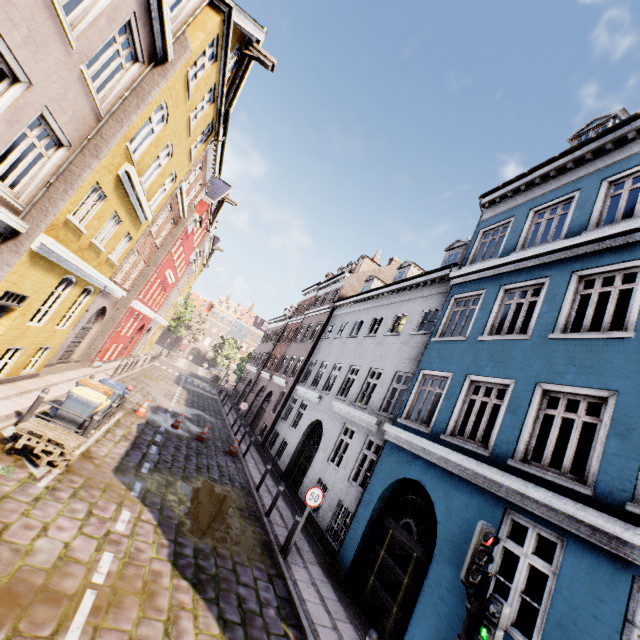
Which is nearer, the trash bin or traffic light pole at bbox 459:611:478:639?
traffic light pole at bbox 459:611:478:639

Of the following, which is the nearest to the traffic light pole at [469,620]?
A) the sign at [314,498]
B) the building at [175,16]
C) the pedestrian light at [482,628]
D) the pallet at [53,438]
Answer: the pedestrian light at [482,628]

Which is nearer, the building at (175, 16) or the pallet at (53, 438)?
the building at (175, 16)

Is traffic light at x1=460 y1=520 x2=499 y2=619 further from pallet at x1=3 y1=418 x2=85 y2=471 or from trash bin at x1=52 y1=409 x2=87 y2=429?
trash bin at x1=52 y1=409 x2=87 y2=429

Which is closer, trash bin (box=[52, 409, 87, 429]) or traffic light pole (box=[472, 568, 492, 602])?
traffic light pole (box=[472, 568, 492, 602])

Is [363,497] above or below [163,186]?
below

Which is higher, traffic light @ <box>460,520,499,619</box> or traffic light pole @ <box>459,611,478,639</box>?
traffic light @ <box>460,520,499,619</box>

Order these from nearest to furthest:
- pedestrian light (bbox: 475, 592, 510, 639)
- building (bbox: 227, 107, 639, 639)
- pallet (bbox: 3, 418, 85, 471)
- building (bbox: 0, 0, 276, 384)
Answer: pedestrian light (bbox: 475, 592, 510, 639), building (bbox: 227, 107, 639, 639), building (bbox: 0, 0, 276, 384), pallet (bbox: 3, 418, 85, 471)
